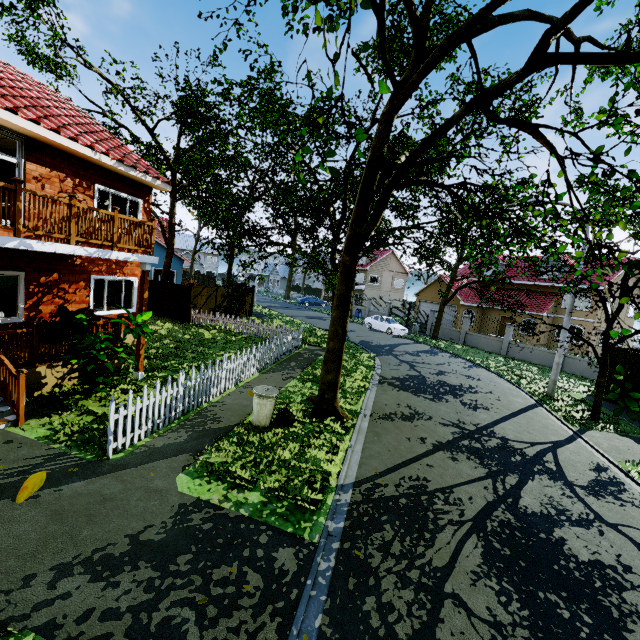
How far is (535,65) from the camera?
4.2m

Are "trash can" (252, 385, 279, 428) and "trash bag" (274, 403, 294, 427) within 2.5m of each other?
yes

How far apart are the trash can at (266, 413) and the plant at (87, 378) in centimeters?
305cm

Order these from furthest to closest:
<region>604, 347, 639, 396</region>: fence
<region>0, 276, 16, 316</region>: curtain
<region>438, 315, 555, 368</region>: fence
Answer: <region>438, 315, 555, 368</region>: fence
<region>604, 347, 639, 396</region>: fence
<region>0, 276, 16, 316</region>: curtain

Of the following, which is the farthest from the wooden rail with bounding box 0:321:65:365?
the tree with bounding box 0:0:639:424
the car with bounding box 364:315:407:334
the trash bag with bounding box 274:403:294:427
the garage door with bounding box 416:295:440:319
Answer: the garage door with bounding box 416:295:440:319

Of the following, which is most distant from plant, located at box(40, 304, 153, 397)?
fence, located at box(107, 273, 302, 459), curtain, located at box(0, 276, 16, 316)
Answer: curtain, located at box(0, 276, 16, 316)

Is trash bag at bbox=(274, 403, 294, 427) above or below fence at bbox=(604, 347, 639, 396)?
below

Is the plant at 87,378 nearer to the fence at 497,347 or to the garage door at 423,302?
the fence at 497,347
